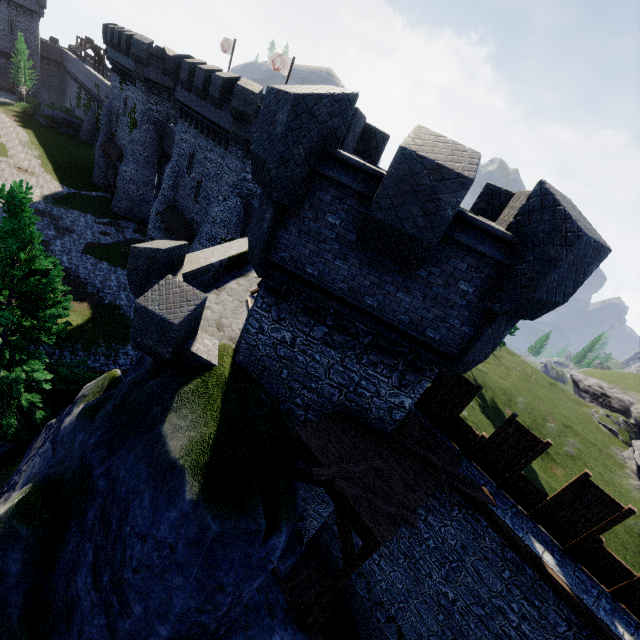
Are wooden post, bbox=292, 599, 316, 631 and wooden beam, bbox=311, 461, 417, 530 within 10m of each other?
yes

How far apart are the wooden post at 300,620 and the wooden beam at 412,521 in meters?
4.4

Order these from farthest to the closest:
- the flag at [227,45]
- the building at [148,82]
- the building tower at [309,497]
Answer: the flag at [227,45] → the building at [148,82] → the building tower at [309,497]

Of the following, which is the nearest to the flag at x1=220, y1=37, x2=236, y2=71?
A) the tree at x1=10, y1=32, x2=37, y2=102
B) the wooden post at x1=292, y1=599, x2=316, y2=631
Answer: the tree at x1=10, y1=32, x2=37, y2=102

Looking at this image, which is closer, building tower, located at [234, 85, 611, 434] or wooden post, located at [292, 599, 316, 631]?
building tower, located at [234, 85, 611, 434]

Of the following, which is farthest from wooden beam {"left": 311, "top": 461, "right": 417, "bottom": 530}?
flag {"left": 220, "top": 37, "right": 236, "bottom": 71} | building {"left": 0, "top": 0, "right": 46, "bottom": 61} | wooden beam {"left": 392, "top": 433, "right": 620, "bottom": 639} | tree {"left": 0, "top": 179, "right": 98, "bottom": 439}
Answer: building {"left": 0, "top": 0, "right": 46, "bottom": 61}

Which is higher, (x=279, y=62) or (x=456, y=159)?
(x=279, y=62)

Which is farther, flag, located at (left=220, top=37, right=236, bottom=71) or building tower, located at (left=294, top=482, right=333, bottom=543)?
flag, located at (left=220, top=37, right=236, bottom=71)
